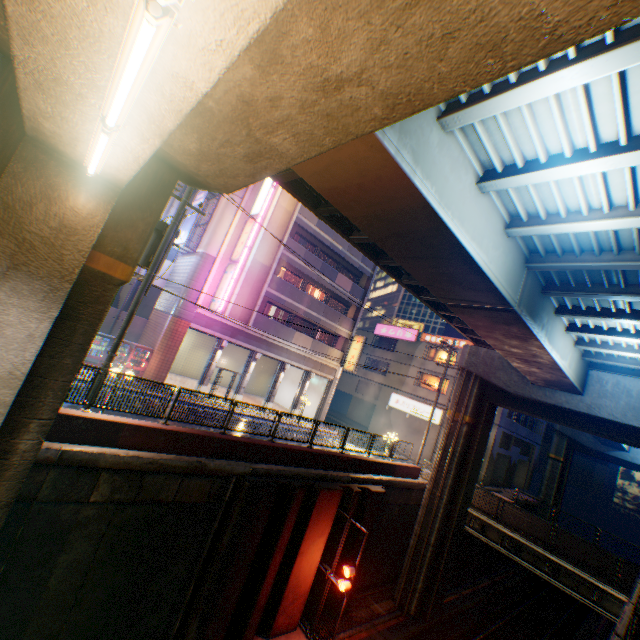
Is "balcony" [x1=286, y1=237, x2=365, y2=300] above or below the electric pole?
above

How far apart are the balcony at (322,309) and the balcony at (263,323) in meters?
1.9 m

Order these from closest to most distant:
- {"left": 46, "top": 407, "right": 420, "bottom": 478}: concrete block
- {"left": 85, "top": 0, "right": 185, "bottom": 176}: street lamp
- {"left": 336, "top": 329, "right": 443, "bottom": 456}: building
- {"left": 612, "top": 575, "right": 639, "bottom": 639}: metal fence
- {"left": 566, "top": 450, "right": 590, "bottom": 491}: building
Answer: A: {"left": 85, "top": 0, "right": 185, "bottom": 176}: street lamp < {"left": 612, "top": 575, "right": 639, "bottom": 639}: metal fence < {"left": 46, "top": 407, "right": 420, "bottom": 478}: concrete block < {"left": 336, "top": 329, "right": 443, "bottom": 456}: building < {"left": 566, "top": 450, "right": 590, "bottom": 491}: building

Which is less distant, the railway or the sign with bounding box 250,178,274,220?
the railway

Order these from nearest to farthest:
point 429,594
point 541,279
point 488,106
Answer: point 488,106
point 541,279
point 429,594

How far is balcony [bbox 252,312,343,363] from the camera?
23.8 meters

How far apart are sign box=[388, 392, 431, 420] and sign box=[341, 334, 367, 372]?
9.6 meters

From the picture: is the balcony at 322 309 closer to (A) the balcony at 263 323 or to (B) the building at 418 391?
(A) the balcony at 263 323
